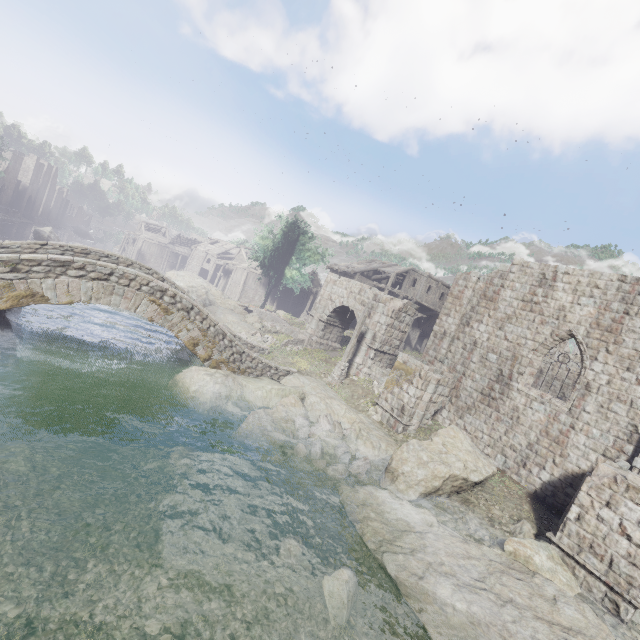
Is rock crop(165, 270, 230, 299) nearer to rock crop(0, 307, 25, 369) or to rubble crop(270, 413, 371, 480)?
rock crop(0, 307, 25, 369)

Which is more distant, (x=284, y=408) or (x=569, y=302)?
(x=284, y=408)

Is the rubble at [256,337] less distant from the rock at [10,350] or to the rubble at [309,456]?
the rubble at [309,456]

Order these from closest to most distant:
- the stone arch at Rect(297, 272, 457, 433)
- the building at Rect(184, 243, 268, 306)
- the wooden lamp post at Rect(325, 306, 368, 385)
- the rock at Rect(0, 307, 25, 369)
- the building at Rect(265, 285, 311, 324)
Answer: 1. the rock at Rect(0, 307, 25, 369)
2. the stone arch at Rect(297, 272, 457, 433)
3. the wooden lamp post at Rect(325, 306, 368, 385)
4. the building at Rect(184, 243, 268, 306)
5. the building at Rect(265, 285, 311, 324)

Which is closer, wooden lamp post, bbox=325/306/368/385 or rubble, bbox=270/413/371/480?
rubble, bbox=270/413/371/480

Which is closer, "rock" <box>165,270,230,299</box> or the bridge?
the bridge

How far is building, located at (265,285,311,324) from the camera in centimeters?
4828cm

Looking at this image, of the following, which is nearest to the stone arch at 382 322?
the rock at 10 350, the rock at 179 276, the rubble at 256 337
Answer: the rubble at 256 337
